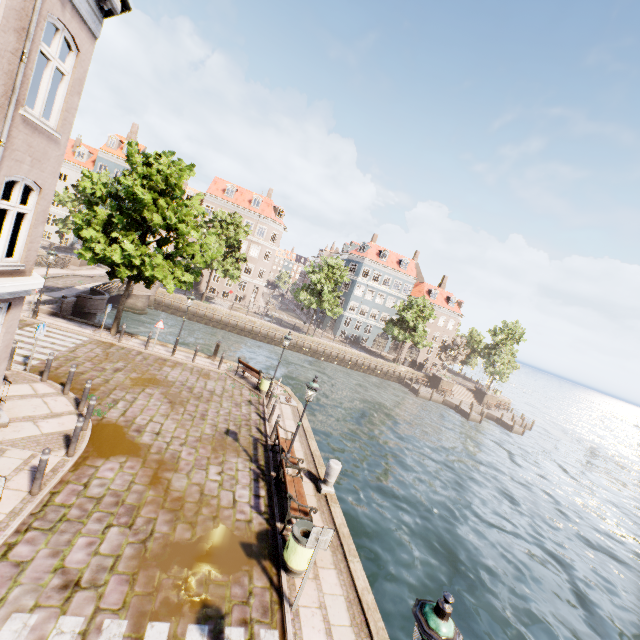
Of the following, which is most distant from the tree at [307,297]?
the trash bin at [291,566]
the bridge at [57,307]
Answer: the trash bin at [291,566]

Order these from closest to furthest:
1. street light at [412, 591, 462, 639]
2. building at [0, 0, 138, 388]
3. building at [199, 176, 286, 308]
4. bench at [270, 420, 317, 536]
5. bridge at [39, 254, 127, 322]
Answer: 1. street light at [412, 591, 462, 639]
2. building at [0, 0, 138, 388]
3. bench at [270, 420, 317, 536]
4. bridge at [39, 254, 127, 322]
5. building at [199, 176, 286, 308]

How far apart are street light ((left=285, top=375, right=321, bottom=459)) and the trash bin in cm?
251

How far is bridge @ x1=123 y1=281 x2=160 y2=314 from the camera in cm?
3250

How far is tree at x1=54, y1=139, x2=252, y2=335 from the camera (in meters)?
15.25

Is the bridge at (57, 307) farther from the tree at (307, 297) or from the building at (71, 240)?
the building at (71, 240)

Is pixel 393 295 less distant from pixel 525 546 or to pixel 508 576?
pixel 525 546

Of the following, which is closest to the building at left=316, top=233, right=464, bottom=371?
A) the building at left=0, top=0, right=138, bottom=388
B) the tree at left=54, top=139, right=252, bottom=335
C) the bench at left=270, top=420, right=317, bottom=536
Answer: the tree at left=54, top=139, right=252, bottom=335
